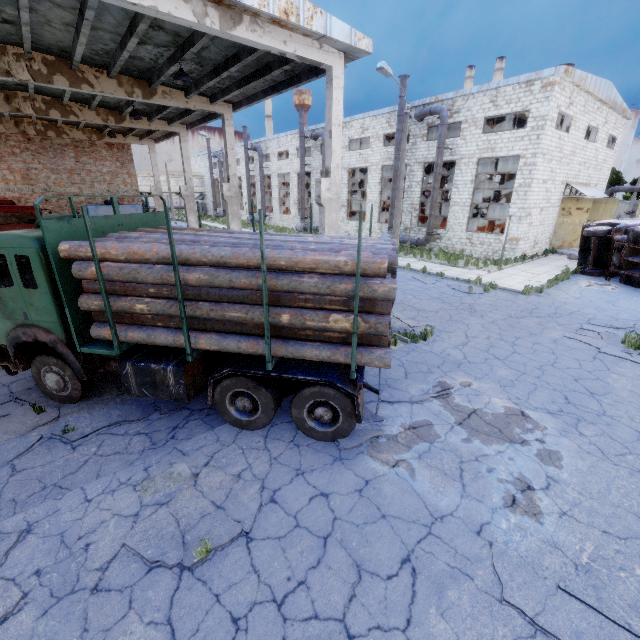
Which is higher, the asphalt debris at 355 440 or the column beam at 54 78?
the column beam at 54 78

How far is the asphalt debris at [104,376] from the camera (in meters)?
8.00

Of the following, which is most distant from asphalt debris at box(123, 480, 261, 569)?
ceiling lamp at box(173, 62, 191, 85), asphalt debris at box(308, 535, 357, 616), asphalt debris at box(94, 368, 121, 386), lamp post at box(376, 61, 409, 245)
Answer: lamp post at box(376, 61, 409, 245)

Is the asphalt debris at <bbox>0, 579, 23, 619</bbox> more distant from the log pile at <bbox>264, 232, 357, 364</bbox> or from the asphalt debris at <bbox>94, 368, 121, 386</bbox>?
the log pile at <bbox>264, 232, 357, 364</bbox>

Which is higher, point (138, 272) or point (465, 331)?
point (138, 272)

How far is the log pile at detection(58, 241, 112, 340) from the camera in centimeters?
541cm

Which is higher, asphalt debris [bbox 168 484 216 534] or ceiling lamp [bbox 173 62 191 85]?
ceiling lamp [bbox 173 62 191 85]

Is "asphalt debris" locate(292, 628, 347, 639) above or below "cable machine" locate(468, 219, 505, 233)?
below
